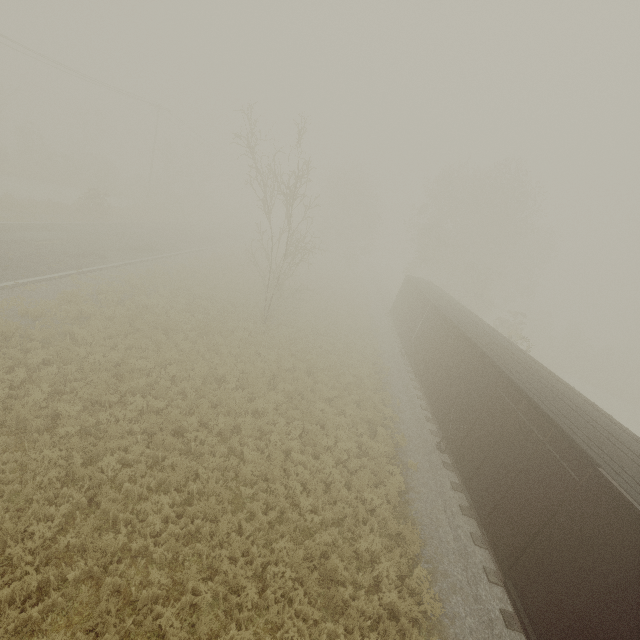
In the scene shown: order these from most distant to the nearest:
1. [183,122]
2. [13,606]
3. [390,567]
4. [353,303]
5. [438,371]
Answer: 1. [183,122]
2. [353,303]
3. [438,371]
4. [390,567]
5. [13,606]
